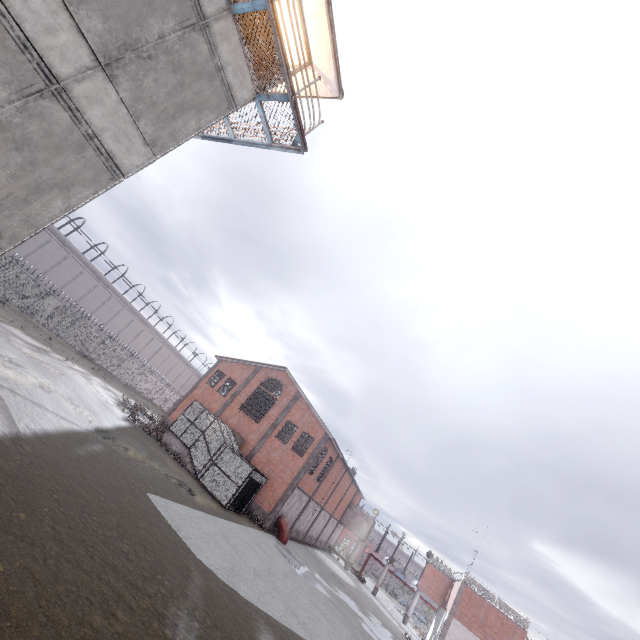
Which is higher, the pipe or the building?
the building

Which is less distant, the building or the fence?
the building

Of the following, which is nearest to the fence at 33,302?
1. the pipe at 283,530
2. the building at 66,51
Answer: the building at 66,51

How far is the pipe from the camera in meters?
26.3

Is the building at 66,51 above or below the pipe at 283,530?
above

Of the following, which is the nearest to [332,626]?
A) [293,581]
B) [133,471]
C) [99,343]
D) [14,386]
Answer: [293,581]

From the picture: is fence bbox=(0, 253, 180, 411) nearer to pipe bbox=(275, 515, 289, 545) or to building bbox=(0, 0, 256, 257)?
building bbox=(0, 0, 256, 257)

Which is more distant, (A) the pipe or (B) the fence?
(B) the fence
